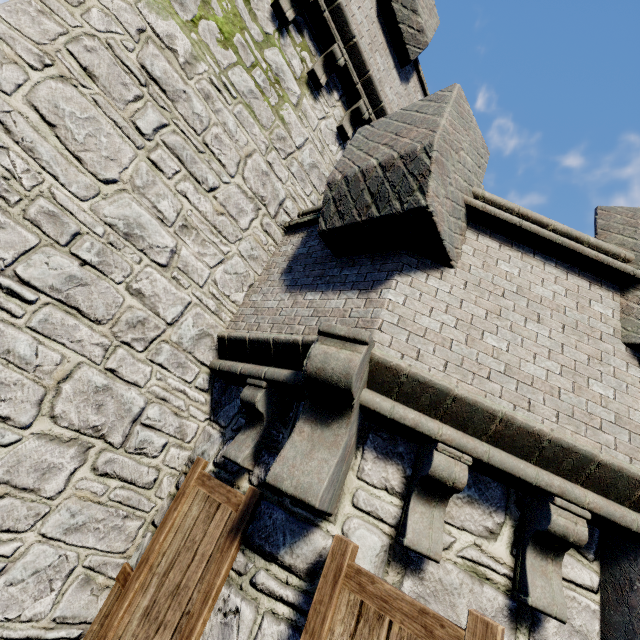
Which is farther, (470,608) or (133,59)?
Answer: (133,59)
